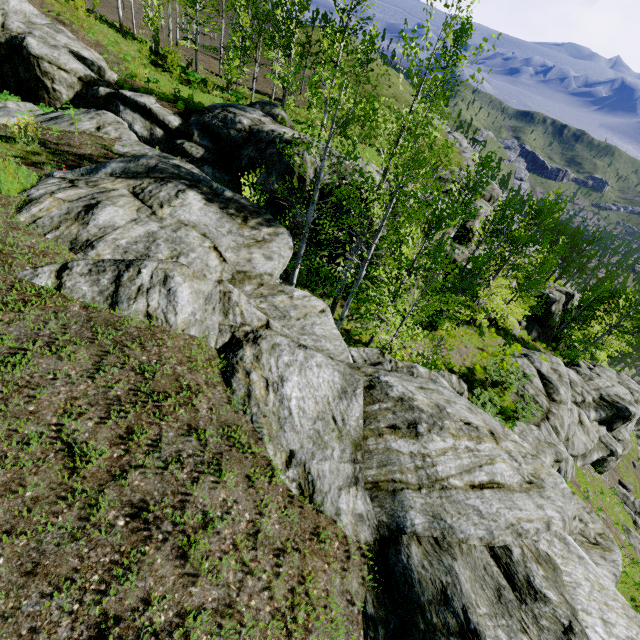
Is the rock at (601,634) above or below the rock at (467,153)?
below

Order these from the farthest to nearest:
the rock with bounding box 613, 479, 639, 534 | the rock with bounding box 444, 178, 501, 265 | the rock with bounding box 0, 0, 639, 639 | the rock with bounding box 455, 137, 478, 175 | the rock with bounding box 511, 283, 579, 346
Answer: the rock with bounding box 455, 137, 478, 175 < the rock with bounding box 511, 283, 579, 346 < the rock with bounding box 613, 479, 639, 534 < the rock with bounding box 444, 178, 501, 265 < the rock with bounding box 0, 0, 639, 639

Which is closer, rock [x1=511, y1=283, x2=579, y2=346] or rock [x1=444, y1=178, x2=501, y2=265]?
rock [x1=444, y1=178, x2=501, y2=265]

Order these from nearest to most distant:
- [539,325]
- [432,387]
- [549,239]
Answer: [432,387] → [549,239] → [539,325]

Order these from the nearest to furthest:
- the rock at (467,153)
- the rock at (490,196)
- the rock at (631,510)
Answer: the rock at (490,196), the rock at (631,510), the rock at (467,153)

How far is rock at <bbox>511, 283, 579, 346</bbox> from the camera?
34.8m
